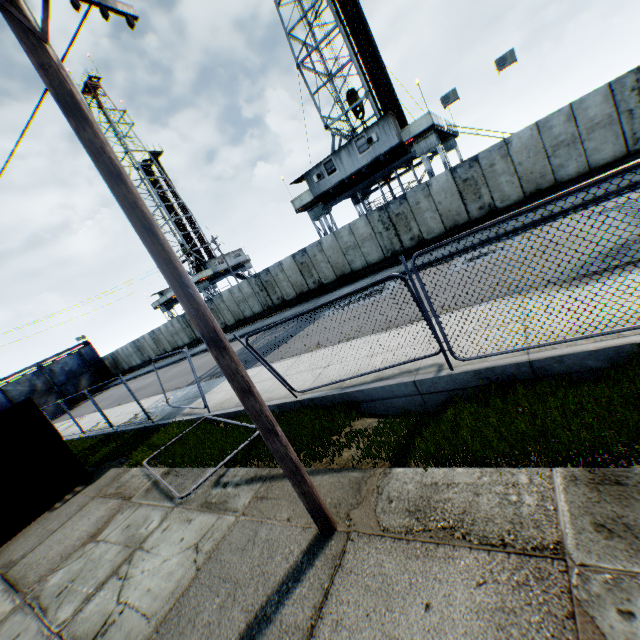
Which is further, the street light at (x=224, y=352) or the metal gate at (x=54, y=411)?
the metal gate at (x=54, y=411)

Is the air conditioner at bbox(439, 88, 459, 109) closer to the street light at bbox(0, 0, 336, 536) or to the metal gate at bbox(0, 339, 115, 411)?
the street light at bbox(0, 0, 336, 536)

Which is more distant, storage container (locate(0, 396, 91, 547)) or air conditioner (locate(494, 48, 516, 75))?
air conditioner (locate(494, 48, 516, 75))

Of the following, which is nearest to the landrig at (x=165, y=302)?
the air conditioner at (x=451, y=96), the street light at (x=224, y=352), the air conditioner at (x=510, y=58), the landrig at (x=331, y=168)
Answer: Result: the landrig at (x=331, y=168)

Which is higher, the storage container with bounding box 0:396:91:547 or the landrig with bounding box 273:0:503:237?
the landrig with bounding box 273:0:503:237

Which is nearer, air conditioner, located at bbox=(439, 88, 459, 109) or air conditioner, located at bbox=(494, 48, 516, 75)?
air conditioner, located at bbox=(494, 48, 516, 75)

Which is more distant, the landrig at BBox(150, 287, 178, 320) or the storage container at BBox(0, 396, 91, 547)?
the landrig at BBox(150, 287, 178, 320)

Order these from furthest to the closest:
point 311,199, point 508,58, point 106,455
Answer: point 311,199, point 508,58, point 106,455
